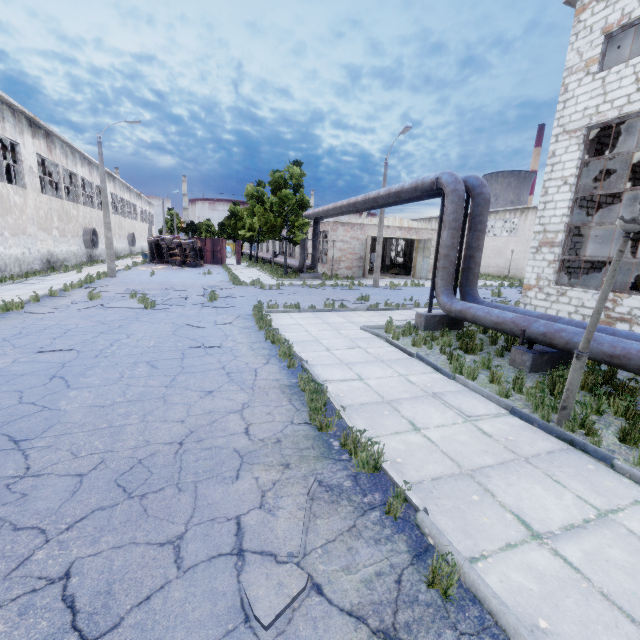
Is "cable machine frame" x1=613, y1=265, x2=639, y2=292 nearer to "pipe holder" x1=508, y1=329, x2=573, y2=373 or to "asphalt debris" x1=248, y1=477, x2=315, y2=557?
"pipe holder" x1=508, y1=329, x2=573, y2=373

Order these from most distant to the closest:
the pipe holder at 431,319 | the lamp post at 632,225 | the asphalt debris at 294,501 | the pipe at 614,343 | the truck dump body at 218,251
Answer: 1. the truck dump body at 218,251
2. the pipe holder at 431,319
3. the pipe at 614,343
4. the lamp post at 632,225
5. the asphalt debris at 294,501

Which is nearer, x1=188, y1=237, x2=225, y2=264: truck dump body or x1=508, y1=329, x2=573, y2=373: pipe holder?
x1=508, y1=329, x2=573, y2=373: pipe holder

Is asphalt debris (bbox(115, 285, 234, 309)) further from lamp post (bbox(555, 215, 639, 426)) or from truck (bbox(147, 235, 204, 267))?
truck (bbox(147, 235, 204, 267))

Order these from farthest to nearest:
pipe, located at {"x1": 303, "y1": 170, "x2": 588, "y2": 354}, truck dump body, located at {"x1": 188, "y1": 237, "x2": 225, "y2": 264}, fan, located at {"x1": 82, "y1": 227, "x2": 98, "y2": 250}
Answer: truck dump body, located at {"x1": 188, "y1": 237, "x2": 225, "y2": 264}, fan, located at {"x1": 82, "y1": 227, "x2": 98, "y2": 250}, pipe, located at {"x1": 303, "y1": 170, "x2": 588, "y2": 354}

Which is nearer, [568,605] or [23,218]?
[568,605]

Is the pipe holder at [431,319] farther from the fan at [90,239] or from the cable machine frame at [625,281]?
the fan at [90,239]

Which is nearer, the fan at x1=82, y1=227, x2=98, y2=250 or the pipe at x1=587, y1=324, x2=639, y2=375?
the pipe at x1=587, y1=324, x2=639, y2=375
